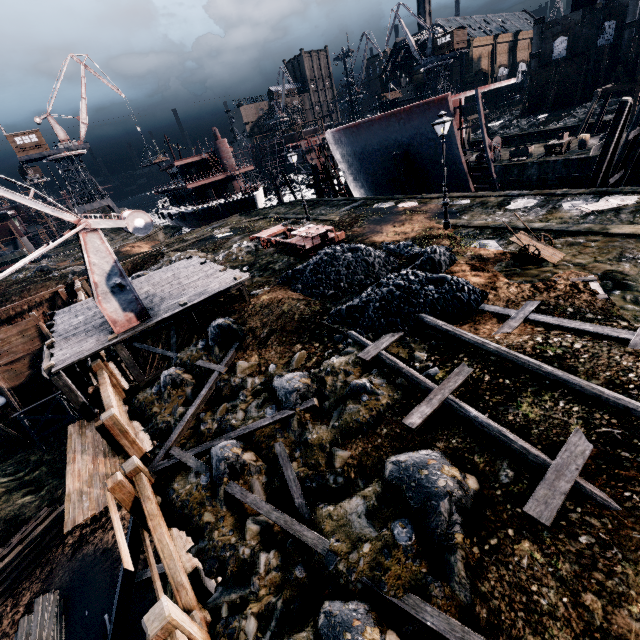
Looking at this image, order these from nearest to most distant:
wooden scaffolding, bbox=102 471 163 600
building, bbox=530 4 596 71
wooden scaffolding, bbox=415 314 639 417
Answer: wooden scaffolding, bbox=415 314 639 417 → wooden scaffolding, bbox=102 471 163 600 → building, bbox=530 4 596 71

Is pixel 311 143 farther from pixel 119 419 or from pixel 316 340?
pixel 119 419

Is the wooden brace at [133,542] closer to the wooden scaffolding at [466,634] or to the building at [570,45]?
the wooden scaffolding at [466,634]

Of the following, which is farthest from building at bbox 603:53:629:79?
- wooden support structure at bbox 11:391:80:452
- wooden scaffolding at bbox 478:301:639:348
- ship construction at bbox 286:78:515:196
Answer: ship construction at bbox 286:78:515:196

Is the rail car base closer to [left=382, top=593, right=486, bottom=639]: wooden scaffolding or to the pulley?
[left=382, top=593, right=486, bottom=639]: wooden scaffolding

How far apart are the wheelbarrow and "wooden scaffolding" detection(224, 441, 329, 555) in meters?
12.5 m

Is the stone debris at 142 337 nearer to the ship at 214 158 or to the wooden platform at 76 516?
the wooden platform at 76 516

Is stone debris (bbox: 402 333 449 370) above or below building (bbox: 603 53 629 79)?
below
